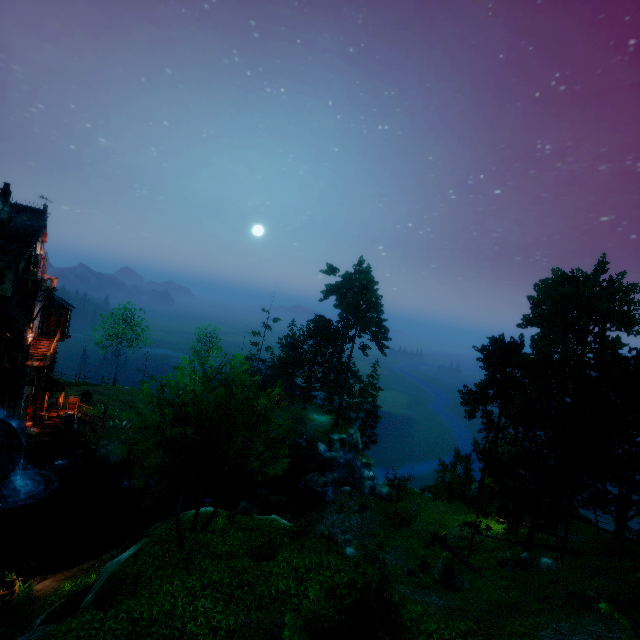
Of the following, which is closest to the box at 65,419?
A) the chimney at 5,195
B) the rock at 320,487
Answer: the chimney at 5,195

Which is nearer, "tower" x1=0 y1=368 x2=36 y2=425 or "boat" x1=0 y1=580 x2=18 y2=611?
"boat" x1=0 y1=580 x2=18 y2=611

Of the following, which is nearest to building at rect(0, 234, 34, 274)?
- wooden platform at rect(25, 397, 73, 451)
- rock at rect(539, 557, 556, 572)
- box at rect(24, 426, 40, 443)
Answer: wooden platform at rect(25, 397, 73, 451)

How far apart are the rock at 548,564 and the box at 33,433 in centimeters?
3884cm

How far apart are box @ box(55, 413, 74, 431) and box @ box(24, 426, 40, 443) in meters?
1.3

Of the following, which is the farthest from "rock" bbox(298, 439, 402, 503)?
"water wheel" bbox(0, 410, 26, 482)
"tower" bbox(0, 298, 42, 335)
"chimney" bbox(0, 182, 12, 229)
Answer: "chimney" bbox(0, 182, 12, 229)

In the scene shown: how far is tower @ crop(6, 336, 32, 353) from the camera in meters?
26.1 m

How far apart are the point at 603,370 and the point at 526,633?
21.95m
